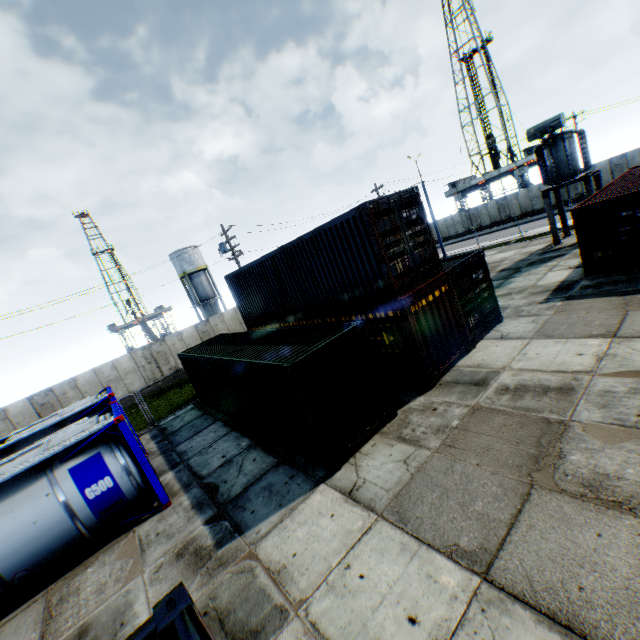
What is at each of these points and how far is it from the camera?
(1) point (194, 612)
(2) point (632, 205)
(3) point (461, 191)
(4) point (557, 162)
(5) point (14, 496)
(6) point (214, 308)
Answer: (1) storage container, 2.47m
(2) storage container, 12.05m
(3) landrig, 51.91m
(4) electrical compensator, 19.12m
(5) tank container, 7.66m
(6) vertical tank, 45.41m

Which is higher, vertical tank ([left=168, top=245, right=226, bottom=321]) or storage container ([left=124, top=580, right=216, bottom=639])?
vertical tank ([left=168, top=245, right=226, bottom=321])

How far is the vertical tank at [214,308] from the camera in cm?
4300

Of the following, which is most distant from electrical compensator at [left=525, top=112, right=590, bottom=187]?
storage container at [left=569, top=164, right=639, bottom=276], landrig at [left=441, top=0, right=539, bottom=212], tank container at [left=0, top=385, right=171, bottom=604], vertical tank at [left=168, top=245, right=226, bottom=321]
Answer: vertical tank at [left=168, top=245, right=226, bottom=321]

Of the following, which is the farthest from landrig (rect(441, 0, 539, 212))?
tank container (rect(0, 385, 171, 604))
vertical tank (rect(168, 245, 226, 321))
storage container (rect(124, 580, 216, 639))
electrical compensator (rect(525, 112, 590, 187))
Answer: storage container (rect(124, 580, 216, 639))

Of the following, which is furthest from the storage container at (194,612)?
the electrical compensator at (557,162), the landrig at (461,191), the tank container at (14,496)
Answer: the landrig at (461,191)

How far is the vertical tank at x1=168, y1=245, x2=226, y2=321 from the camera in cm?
4300

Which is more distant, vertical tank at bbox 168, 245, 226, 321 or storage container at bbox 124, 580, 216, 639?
vertical tank at bbox 168, 245, 226, 321
